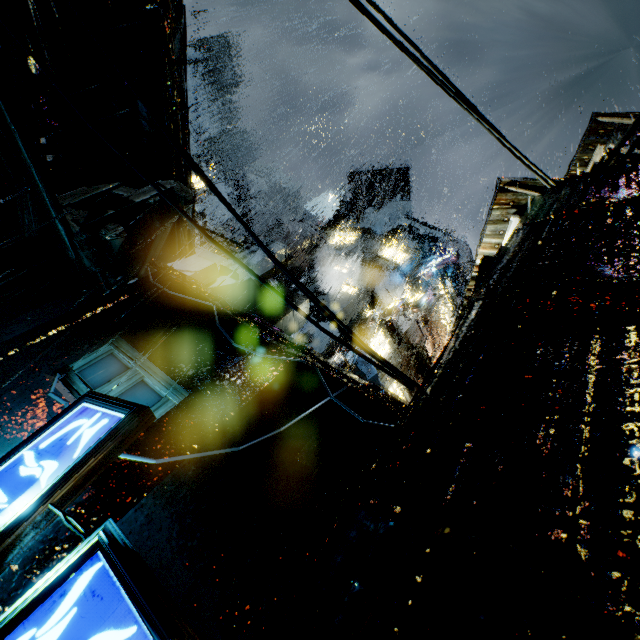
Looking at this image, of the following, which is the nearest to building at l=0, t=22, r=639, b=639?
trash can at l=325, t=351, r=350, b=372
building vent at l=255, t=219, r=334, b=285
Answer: building vent at l=255, t=219, r=334, b=285

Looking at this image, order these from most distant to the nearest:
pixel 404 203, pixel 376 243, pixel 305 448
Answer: pixel 404 203 < pixel 376 243 < pixel 305 448

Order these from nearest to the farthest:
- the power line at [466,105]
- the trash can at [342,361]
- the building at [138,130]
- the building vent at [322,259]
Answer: the power line at [466,105]
the building at [138,130]
the trash can at [342,361]
the building vent at [322,259]

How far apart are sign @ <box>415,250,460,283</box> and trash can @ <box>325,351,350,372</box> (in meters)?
22.22

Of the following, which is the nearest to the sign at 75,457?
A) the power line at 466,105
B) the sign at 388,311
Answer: the power line at 466,105

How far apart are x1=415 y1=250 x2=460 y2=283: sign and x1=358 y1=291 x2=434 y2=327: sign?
9.0 meters

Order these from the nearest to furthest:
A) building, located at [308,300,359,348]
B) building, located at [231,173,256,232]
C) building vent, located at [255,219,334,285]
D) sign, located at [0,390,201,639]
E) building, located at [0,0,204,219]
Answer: sign, located at [0,390,201,639]
building, located at [0,0,204,219]
building, located at [308,300,359,348]
building vent, located at [255,219,334,285]
building, located at [231,173,256,232]
